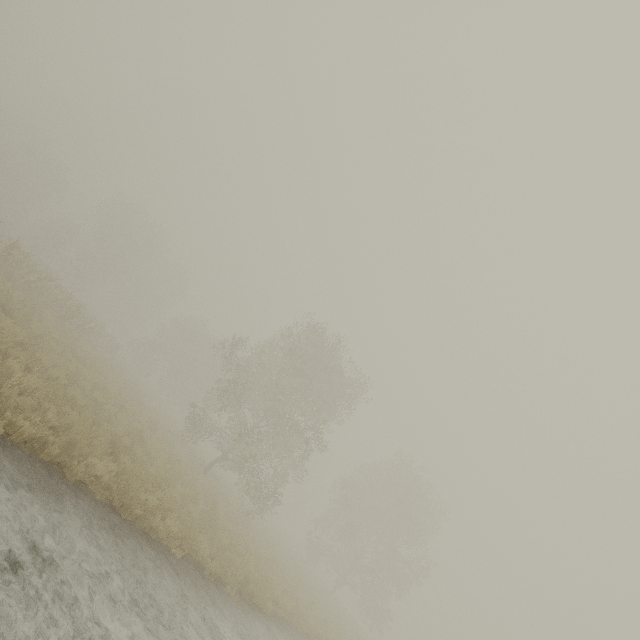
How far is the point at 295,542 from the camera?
54.0 meters
